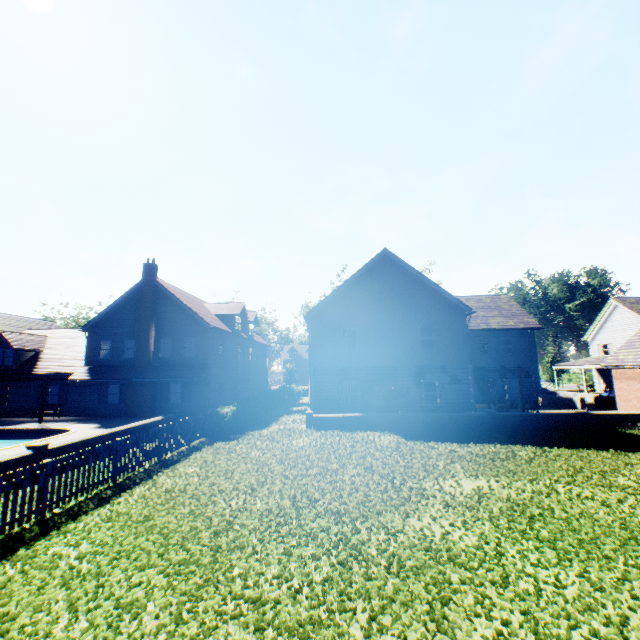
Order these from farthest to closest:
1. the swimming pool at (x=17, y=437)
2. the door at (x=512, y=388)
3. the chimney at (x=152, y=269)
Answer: the door at (x=512, y=388) → the chimney at (x=152, y=269) → the swimming pool at (x=17, y=437)

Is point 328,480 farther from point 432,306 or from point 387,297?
point 432,306

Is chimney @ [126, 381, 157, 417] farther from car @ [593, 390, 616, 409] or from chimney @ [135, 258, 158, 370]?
car @ [593, 390, 616, 409]

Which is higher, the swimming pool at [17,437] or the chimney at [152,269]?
the chimney at [152,269]

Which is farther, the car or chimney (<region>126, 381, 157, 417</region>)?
the car

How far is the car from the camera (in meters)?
28.09

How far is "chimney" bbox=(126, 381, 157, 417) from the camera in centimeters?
2423cm

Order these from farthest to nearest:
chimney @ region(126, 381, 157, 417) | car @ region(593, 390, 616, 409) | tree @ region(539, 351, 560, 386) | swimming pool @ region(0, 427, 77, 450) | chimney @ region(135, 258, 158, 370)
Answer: tree @ region(539, 351, 560, 386)
car @ region(593, 390, 616, 409)
chimney @ region(135, 258, 158, 370)
chimney @ region(126, 381, 157, 417)
swimming pool @ region(0, 427, 77, 450)
